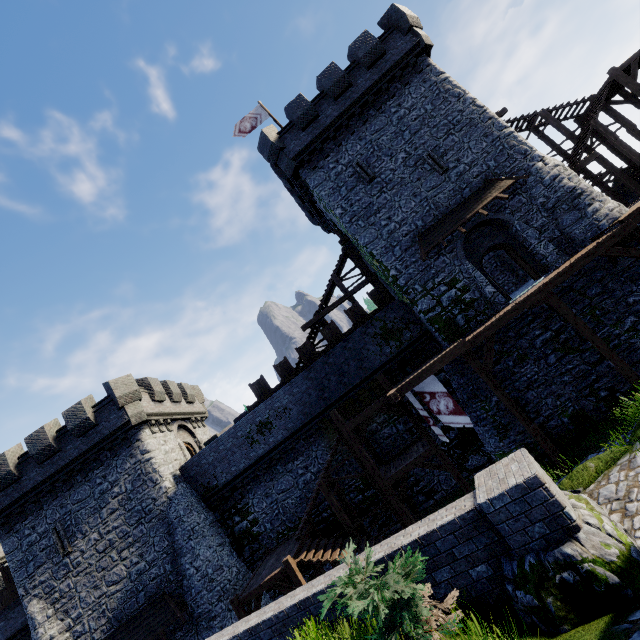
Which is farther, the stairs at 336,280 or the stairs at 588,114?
the stairs at 336,280

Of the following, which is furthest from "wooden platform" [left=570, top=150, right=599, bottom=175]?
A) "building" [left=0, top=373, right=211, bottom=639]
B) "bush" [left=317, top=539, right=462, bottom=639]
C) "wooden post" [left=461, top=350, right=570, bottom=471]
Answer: "building" [left=0, top=373, right=211, bottom=639]

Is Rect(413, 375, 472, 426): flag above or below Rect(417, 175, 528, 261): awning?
below

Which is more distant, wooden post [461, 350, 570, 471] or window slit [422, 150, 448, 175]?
window slit [422, 150, 448, 175]

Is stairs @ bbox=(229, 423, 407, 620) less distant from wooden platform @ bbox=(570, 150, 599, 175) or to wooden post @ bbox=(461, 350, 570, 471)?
wooden post @ bbox=(461, 350, 570, 471)

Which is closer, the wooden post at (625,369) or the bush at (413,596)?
the bush at (413,596)

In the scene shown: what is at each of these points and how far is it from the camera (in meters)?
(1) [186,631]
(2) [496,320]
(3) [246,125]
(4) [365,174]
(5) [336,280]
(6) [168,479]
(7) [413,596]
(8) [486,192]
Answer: (1) building, 16.89
(2) walkway, 13.45
(3) flag, 22.58
(4) window slit, 18.53
(5) stairs, 22.08
(6) building, 19.12
(7) bush, 4.26
(8) awning, 16.48

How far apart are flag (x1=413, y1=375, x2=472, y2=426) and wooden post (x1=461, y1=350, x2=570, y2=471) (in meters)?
1.47
